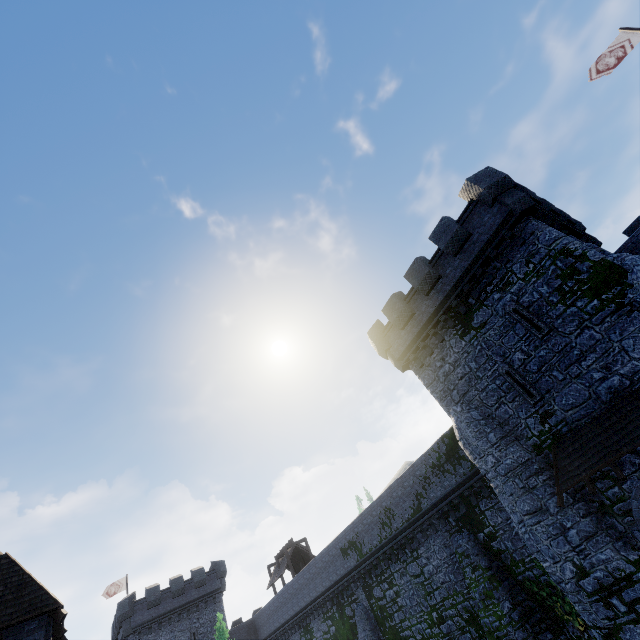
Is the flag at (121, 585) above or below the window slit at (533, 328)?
above

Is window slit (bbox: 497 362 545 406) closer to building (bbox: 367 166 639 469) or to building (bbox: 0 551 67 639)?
building (bbox: 367 166 639 469)

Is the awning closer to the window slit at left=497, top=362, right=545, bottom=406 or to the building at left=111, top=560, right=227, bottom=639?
the window slit at left=497, top=362, right=545, bottom=406

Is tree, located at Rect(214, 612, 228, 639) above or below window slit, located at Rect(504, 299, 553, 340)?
below

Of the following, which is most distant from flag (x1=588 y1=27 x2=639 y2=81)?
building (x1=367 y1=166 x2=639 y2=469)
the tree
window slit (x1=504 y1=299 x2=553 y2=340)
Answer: the tree

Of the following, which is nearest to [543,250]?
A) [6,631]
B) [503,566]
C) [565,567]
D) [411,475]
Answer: [565,567]

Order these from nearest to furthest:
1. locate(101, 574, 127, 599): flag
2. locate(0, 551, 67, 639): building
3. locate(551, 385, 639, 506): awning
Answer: locate(551, 385, 639, 506): awning → locate(0, 551, 67, 639): building → locate(101, 574, 127, 599): flag

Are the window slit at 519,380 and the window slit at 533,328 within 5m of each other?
yes
